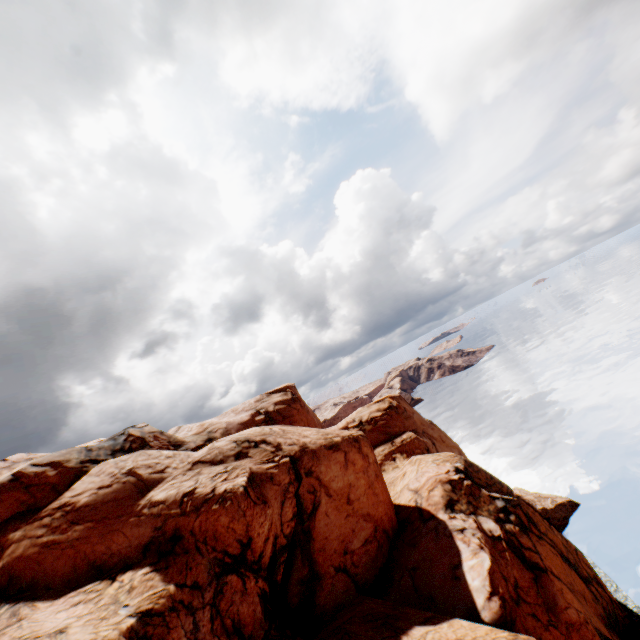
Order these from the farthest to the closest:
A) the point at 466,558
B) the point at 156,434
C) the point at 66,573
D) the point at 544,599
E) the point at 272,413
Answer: the point at 272,413, the point at 156,434, the point at 466,558, the point at 544,599, the point at 66,573
